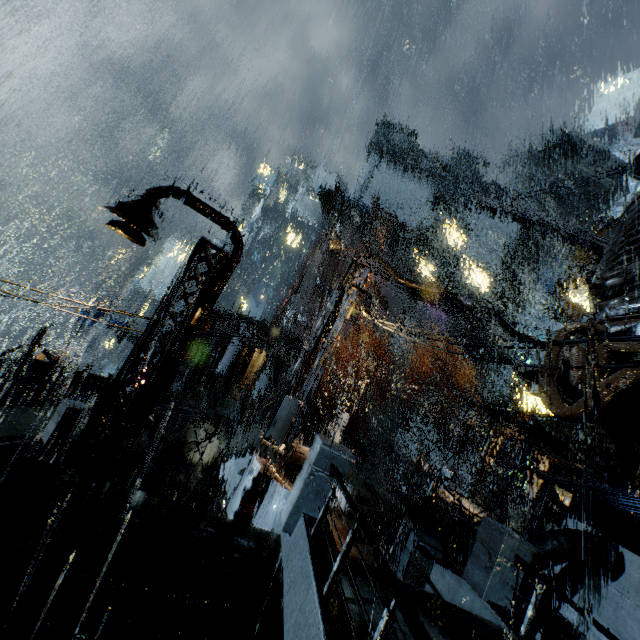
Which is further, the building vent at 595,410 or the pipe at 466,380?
the pipe at 466,380

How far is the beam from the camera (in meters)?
12.41

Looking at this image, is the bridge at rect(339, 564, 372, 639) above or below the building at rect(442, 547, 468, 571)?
above

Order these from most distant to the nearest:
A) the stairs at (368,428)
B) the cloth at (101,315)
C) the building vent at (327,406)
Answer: the building vent at (327,406)
the stairs at (368,428)
the cloth at (101,315)

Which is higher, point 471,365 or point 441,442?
point 471,365

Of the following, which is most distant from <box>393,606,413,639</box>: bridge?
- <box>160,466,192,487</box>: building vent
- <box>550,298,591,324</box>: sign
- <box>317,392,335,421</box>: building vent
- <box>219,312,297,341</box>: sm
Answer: <box>317,392,335,421</box>: building vent

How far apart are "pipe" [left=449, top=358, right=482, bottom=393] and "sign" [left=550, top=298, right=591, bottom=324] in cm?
2545

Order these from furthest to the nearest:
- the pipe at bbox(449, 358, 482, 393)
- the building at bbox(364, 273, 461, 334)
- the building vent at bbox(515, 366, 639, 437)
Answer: the building at bbox(364, 273, 461, 334) → the pipe at bbox(449, 358, 482, 393) → the building vent at bbox(515, 366, 639, 437)
